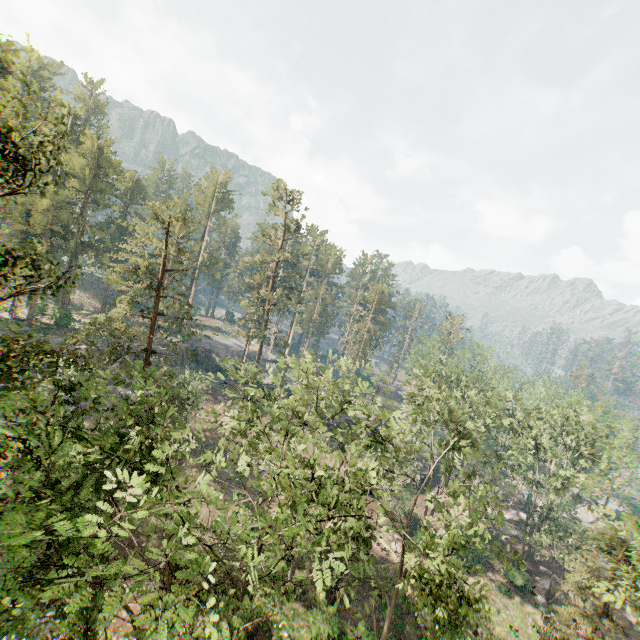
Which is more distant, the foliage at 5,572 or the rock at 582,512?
A: the rock at 582,512

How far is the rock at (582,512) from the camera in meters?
50.4 m

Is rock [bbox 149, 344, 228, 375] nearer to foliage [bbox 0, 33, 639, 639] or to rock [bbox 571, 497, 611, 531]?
foliage [bbox 0, 33, 639, 639]

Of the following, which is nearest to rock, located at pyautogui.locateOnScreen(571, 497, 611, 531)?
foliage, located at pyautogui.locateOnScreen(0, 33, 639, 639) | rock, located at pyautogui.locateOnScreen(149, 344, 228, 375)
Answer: foliage, located at pyautogui.locateOnScreen(0, 33, 639, 639)

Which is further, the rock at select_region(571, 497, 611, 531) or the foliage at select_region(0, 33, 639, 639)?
the rock at select_region(571, 497, 611, 531)

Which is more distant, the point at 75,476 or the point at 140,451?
the point at 140,451

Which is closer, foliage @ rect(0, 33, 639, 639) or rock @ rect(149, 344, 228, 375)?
foliage @ rect(0, 33, 639, 639)
